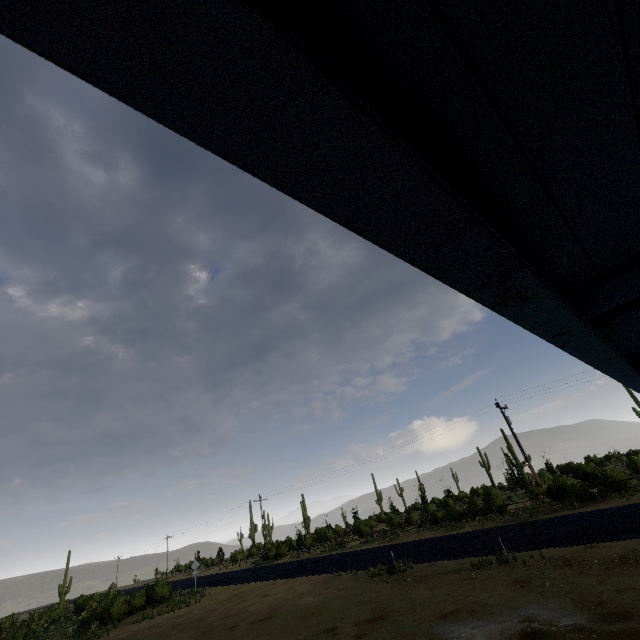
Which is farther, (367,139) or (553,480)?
(553,480)

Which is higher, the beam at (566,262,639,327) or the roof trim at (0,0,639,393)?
the beam at (566,262,639,327)

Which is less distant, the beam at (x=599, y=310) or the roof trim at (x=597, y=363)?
the roof trim at (x=597, y=363)

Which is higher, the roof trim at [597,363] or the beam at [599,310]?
the beam at [599,310]

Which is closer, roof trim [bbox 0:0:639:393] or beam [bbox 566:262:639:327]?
roof trim [bbox 0:0:639:393]
